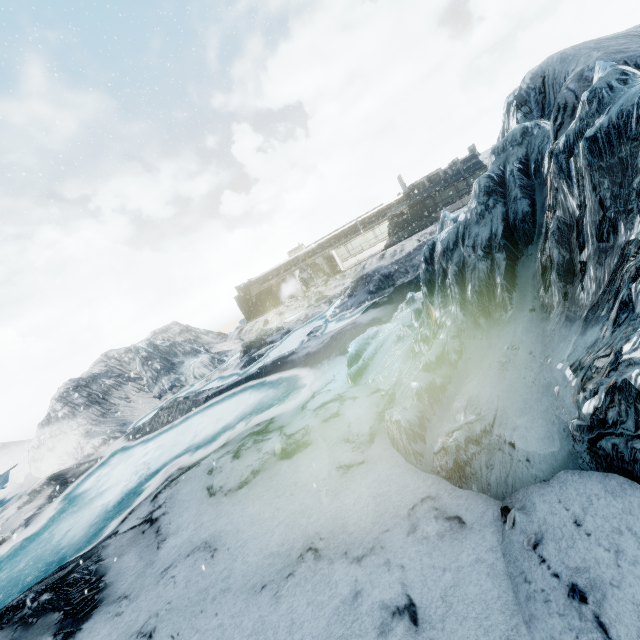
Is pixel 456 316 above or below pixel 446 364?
above
